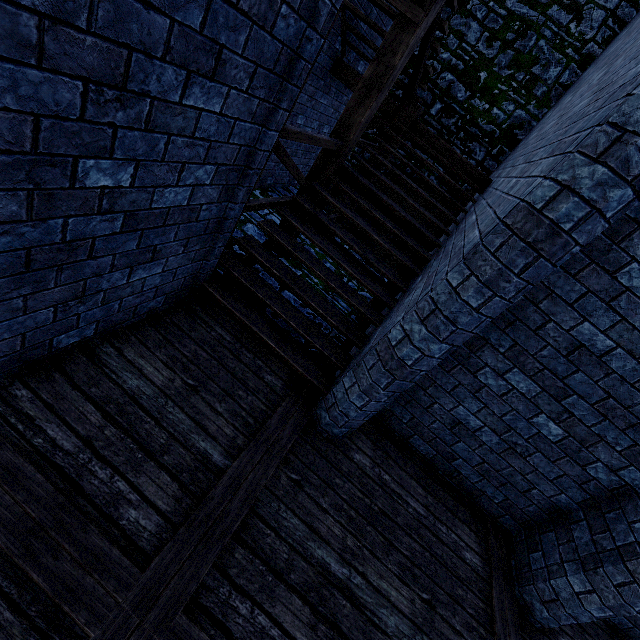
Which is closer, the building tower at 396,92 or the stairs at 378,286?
the stairs at 378,286

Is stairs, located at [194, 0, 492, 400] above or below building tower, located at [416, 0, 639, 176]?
below

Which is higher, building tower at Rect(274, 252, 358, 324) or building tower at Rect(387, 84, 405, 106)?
building tower at Rect(387, 84, 405, 106)

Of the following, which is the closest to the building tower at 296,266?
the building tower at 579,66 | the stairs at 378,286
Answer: the stairs at 378,286

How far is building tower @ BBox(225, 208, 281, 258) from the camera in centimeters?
529cm

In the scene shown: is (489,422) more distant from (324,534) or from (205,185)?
(205,185)

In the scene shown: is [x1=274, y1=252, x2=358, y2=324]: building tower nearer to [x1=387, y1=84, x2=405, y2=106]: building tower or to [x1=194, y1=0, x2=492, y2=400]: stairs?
[x1=194, y1=0, x2=492, y2=400]: stairs
